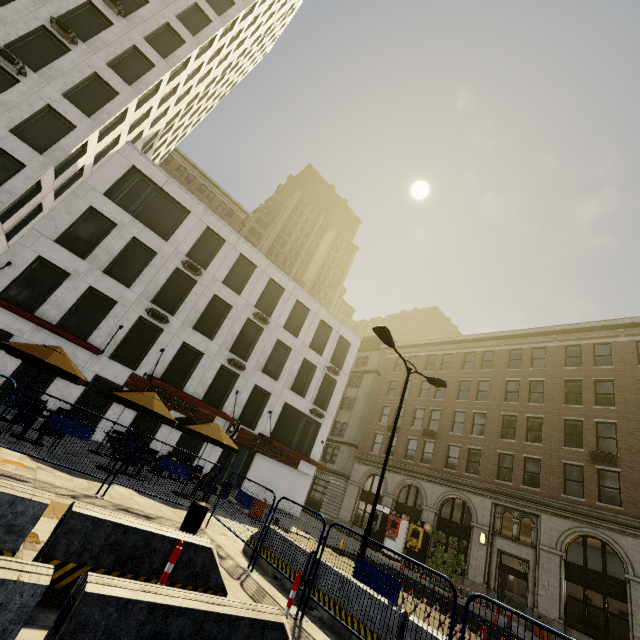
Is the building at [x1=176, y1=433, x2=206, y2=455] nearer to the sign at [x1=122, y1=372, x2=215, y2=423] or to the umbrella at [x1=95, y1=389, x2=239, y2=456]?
the sign at [x1=122, y1=372, x2=215, y2=423]

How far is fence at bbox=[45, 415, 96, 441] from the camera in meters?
7.6

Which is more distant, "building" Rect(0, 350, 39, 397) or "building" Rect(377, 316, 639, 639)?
"building" Rect(377, 316, 639, 639)

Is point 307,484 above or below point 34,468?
Result: above

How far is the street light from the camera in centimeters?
1042cm

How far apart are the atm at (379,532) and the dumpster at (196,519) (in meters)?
21.59

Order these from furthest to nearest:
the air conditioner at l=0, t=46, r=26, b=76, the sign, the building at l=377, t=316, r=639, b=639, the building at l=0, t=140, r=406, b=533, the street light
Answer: the sign, the building at l=377, t=316, r=639, b=639, the building at l=0, t=140, r=406, b=533, the air conditioner at l=0, t=46, r=26, b=76, the street light

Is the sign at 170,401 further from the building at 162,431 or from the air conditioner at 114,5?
the air conditioner at 114,5
